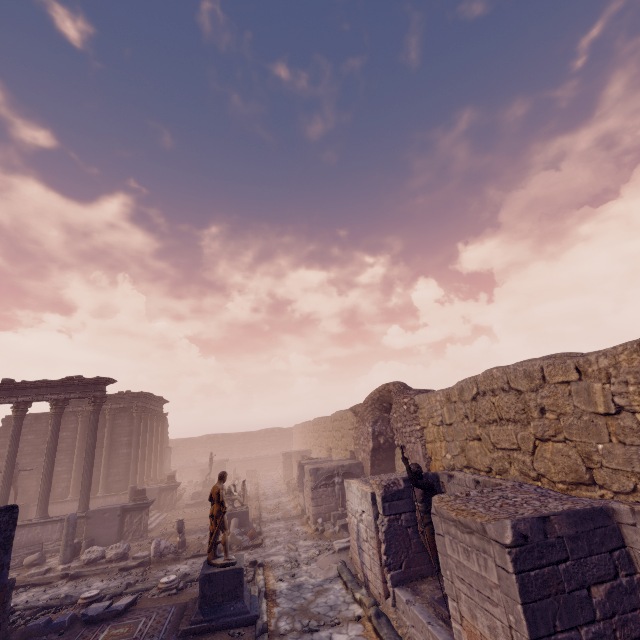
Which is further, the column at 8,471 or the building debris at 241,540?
the column at 8,471

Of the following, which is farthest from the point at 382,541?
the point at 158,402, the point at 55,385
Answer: the point at 158,402

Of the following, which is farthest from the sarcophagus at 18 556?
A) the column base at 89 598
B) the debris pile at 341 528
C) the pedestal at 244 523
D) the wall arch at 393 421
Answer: the wall arch at 393 421

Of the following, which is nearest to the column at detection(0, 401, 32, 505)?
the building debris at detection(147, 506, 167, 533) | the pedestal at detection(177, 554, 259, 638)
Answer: the building debris at detection(147, 506, 167, 533)

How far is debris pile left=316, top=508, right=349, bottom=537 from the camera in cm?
1343

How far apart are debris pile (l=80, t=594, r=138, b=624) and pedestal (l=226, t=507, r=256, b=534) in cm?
536

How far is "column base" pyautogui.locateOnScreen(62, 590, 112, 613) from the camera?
9.02m

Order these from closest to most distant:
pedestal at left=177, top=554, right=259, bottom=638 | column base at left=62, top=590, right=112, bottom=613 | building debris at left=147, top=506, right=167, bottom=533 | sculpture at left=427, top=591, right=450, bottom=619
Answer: sculpture at left=427, top=591, right=450, bottom=619 → pedestal at left=177, top=554, right=259, bottom=638 → column base at left=62, top=590, right=112, bottom=613 → building debris at left=147, top=506, right=167, bottom=533
